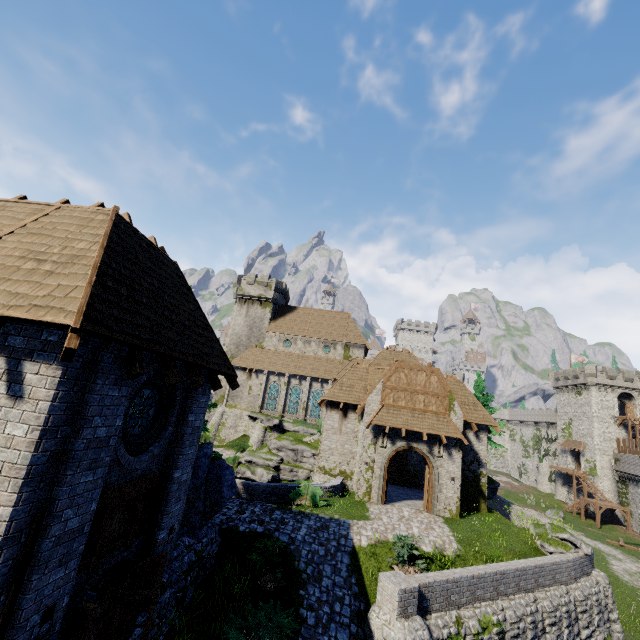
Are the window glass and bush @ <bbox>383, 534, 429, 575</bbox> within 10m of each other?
no

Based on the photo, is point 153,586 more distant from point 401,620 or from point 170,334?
point 401,620

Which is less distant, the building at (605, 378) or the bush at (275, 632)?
the bush at (275, 632)

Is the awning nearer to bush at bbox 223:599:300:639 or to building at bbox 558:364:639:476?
bush at bbox 223:599:300:639

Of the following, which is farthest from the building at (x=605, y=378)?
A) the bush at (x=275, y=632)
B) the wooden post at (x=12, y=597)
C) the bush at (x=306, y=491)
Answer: the wooden post at (x=12, y=597)

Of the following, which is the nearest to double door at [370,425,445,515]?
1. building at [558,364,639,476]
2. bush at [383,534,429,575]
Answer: bush at [383,534,429,575]

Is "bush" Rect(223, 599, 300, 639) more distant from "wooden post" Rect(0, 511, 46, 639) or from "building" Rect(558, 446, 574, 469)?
"building" Rect(558, 446, 574, 469)

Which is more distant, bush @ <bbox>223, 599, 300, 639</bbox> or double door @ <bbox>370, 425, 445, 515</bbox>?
double door @ <bbox>370, 425, 445, 515</bbox>
